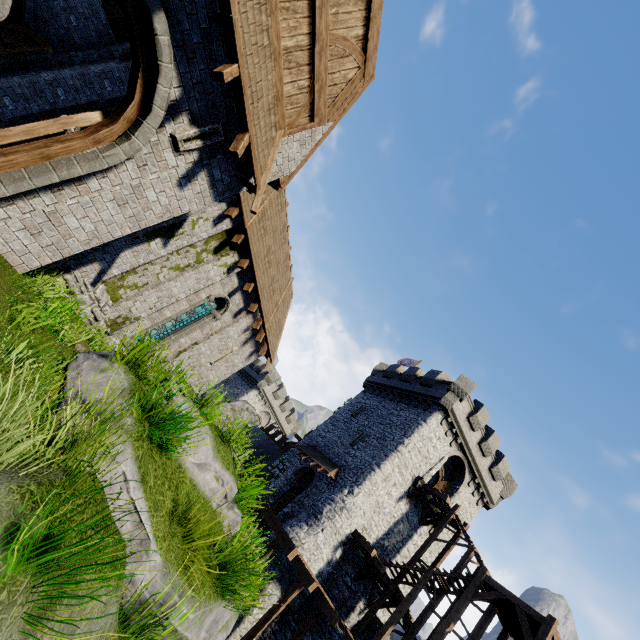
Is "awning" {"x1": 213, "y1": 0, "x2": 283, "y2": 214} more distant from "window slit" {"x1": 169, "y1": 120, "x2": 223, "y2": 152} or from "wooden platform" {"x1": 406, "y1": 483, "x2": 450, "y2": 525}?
"wooden platform" {"x1": 406, "y1": 483, "x2": 450, "y2": 525}

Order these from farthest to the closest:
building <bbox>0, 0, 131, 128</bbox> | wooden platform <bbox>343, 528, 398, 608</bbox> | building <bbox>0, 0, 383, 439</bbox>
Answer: wooden platform <bbox>343, 528, 398, 608</bbox> < building <bbox>0, 0, 131, 128</bbox> < building <bbox>0, 0, 383, 439</bbox>

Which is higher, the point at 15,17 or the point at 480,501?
the point at 480,501

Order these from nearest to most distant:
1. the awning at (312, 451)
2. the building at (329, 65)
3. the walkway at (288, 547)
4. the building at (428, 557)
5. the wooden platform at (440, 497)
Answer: the building at (329, 65) → the walkway at (288, 547) → the wooden platform at (440, 497) → the awning at (312, 451) → the building at (428, 557)

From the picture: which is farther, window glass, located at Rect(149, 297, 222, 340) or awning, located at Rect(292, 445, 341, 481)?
awning, located at Rect(292, 445, 341, 481)

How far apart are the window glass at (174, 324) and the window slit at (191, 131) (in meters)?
7.74

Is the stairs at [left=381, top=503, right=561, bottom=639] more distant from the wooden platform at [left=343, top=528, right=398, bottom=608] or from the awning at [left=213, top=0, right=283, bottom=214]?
the awning at [left=213, top=0, right=283, bottom=214]

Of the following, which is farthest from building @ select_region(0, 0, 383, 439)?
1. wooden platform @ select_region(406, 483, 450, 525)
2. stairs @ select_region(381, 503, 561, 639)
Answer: wooden platform @ select_region(406, 483, 450, 525)
